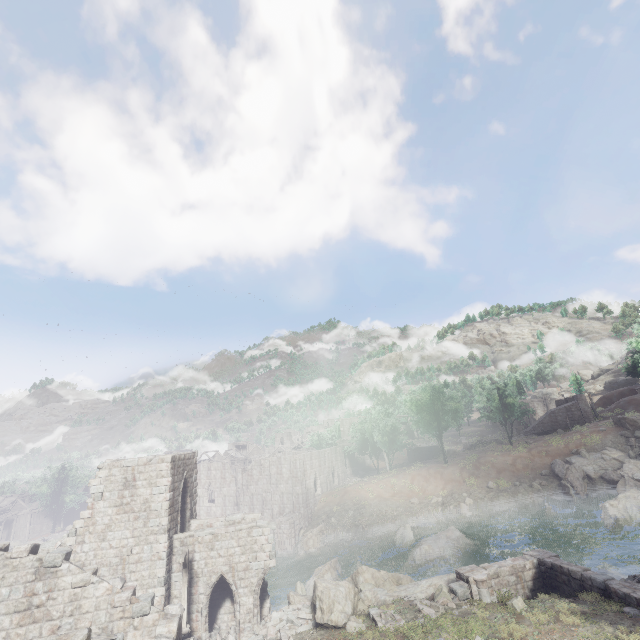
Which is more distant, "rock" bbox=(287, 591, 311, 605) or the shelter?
the shelter

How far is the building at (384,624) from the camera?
15.24m

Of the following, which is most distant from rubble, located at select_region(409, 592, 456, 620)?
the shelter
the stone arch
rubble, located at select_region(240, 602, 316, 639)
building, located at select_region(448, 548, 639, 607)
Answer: the shelter

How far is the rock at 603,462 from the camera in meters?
38.0 m

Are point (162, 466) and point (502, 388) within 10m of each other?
no

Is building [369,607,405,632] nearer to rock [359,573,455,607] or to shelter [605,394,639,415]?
rock [359,573,455,607]

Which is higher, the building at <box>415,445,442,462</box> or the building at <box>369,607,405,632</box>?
the building at <box>415,445,442,462</box>

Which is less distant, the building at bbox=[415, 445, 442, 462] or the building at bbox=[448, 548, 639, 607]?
the building at bbox=[448, 548, 639, 607]
